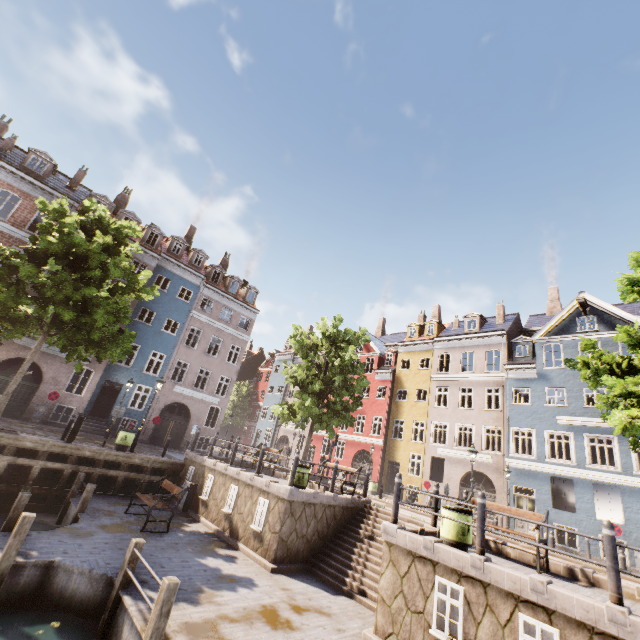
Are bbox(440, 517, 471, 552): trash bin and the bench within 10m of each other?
yes

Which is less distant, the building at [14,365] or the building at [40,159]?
the building at [14,365]

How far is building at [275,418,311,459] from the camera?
35.9 meters

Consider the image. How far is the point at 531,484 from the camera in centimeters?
2008cm

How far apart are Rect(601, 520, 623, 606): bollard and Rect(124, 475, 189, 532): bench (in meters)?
11.16

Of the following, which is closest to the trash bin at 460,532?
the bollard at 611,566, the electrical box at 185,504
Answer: the bollard at 611,566

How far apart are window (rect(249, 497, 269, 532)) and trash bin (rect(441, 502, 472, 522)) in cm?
557

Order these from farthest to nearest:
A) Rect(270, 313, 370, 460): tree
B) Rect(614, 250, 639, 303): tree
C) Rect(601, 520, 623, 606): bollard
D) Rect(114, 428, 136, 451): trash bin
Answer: Rect(270, 313, 370, 460): tree, Rect(114, 428, 136, 451): trash bin, Rect(614, 250, 639, 303): tree, Rect(601, 520, 623, 606): bollard
